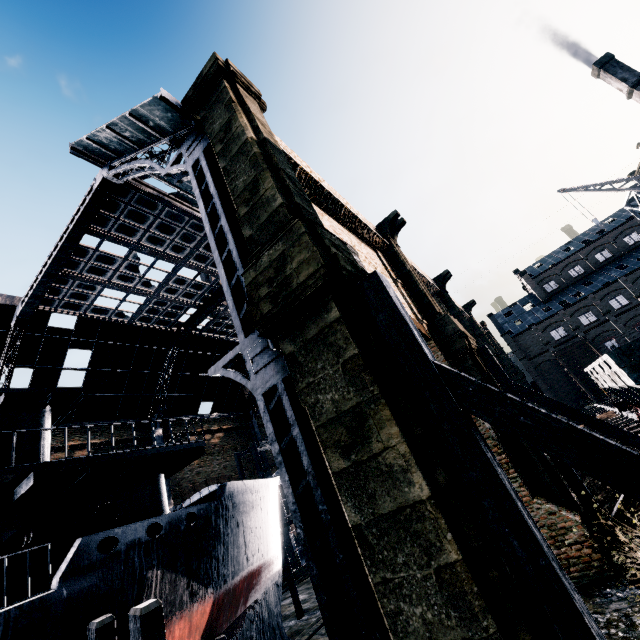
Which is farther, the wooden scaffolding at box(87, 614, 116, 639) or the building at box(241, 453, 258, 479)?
the building at box(241, 453, 258, 479)

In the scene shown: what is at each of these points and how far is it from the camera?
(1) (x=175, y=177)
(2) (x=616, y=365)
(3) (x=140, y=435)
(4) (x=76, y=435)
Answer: (1) building, 13.2 meters
(2) rail car, 11.3 meters
(3) building, 30.8 meters
(4) building, 27.1 meters

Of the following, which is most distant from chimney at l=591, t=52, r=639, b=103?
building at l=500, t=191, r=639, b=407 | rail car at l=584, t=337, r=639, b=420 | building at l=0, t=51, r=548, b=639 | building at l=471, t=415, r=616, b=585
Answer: building at l=0, t=51, r=548, b=639

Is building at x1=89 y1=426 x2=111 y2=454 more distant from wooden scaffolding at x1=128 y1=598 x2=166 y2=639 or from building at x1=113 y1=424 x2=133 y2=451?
wooden scaffolding at x1=128 y1=598 x2=166 y2=639

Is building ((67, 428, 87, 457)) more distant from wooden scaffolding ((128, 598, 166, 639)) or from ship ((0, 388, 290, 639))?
wooden scaffolding ((128, 598, 166, 639))

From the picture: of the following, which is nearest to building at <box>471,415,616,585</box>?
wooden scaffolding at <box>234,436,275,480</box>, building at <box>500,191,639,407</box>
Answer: wooden scaffolding at <box>234,436,275,480</box>

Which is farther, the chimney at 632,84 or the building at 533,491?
the chimney at 632,84

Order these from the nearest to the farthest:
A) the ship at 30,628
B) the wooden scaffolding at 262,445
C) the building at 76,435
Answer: the ship at 30,628
the wooden scaffolding at 262,445
the building at 76,435
